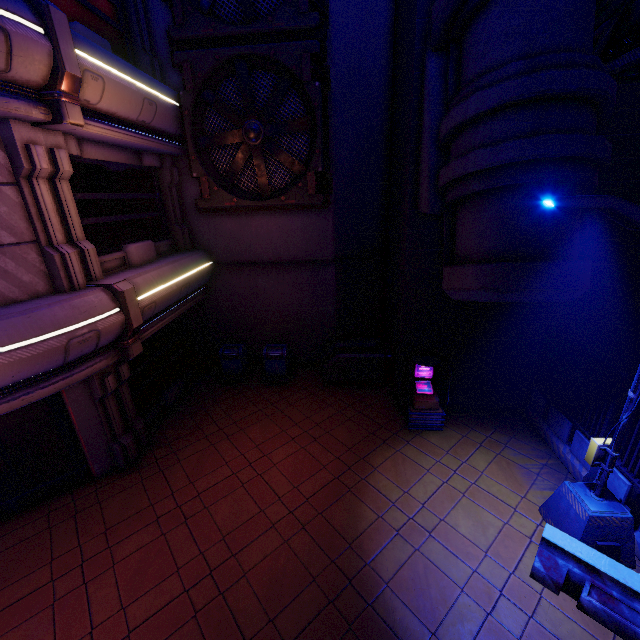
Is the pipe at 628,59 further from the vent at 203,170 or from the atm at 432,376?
the atm at 432,376

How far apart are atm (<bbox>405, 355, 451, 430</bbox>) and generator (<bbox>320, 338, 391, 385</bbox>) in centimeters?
141cm

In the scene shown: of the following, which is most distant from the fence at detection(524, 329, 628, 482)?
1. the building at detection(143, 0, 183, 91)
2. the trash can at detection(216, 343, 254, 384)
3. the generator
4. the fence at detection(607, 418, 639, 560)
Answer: the trash can at detection(216, 343, 254, 384)

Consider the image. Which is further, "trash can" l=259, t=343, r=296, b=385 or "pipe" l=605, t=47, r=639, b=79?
"trash can" l=259, t=343, r=296, b=385

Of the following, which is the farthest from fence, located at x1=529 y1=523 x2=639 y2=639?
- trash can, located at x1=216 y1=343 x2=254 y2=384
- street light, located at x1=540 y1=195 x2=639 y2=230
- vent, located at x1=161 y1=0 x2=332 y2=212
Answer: trash can, located at x1=216 y1=343 x2=254 y2=384

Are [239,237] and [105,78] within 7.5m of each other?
yes

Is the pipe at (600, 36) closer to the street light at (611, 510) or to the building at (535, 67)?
the building at (535, 67)

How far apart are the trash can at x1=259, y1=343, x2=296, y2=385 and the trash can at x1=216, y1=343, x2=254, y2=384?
0.46m
